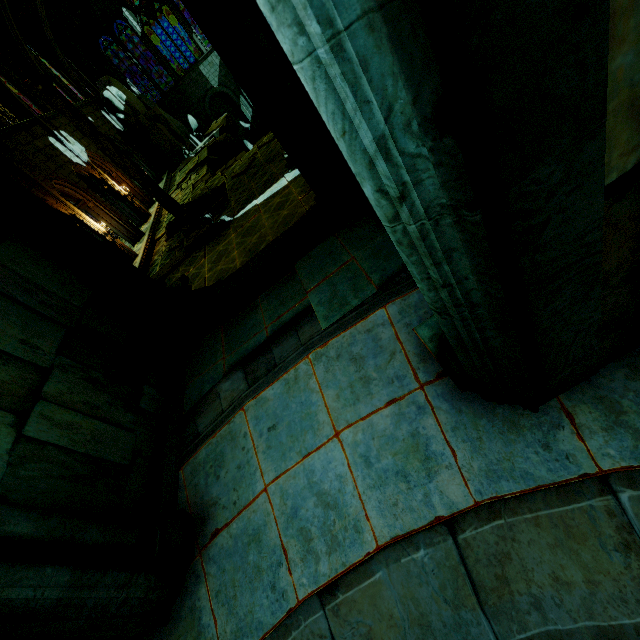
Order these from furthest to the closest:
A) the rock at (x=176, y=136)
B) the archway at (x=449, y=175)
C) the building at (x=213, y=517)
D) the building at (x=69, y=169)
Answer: the rock at (x=176, y=136) → the building at (x=69, y=169) → the building at (x=213, y=517) → the archway at (x=449, y=175)

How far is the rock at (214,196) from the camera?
15.2 meters

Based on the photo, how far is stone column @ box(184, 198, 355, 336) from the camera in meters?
5.3 m

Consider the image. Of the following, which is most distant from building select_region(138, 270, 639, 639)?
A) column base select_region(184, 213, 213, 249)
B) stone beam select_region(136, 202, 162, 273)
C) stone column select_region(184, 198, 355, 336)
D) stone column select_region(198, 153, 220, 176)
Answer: stone column select_region(198, 153, 220, 176)

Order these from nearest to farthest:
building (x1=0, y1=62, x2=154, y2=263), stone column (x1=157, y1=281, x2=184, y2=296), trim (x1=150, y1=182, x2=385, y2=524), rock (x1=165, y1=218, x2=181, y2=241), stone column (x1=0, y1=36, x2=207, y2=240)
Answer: trim (x1=150, y1=182, x2=385, y2=524) < stone column (x1=157, y1=281, x2=184, y2=296) < stone column (x1=0, y1=36, x2=207, y2=240) < building (x1=0, y1=62, x2=154, y2=263) < rock (x1=165, y1=218, x2=181, y2=241)

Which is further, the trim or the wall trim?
the wall trim

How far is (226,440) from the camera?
3.7 meters

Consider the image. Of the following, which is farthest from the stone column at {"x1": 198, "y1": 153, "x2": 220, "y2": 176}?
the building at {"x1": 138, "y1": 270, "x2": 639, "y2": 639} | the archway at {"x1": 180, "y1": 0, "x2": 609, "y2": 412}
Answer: the building at {"x1": 138, "y1": 270, "x2": 639, "y2": 639}
